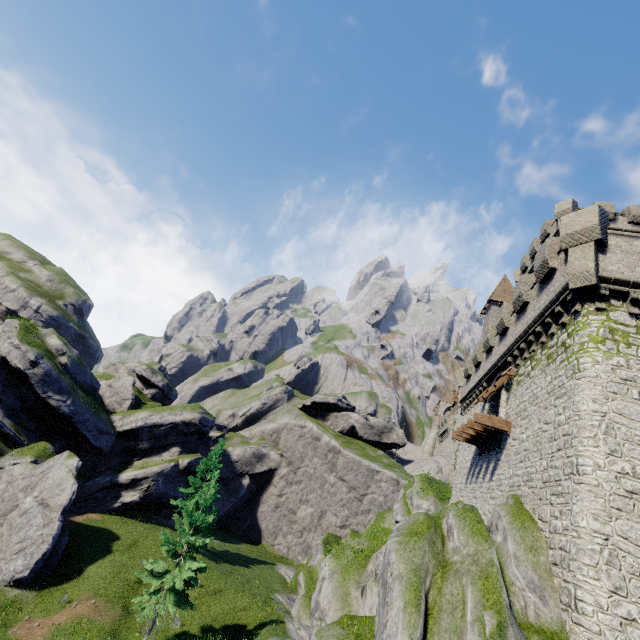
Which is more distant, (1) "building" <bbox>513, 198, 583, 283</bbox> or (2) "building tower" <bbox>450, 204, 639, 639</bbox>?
(1) "building" <bbox>513, 198, 583, 283</bbox>

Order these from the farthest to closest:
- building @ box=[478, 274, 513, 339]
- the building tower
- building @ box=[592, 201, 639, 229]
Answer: building @ box=[478, 274, 513, 339]
building @ box=[592, 201, 639, 229]
the building tower

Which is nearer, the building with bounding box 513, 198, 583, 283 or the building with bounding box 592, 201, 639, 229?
the building with bounding box 592, 201, 639, 229

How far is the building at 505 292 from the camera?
39.8 meters

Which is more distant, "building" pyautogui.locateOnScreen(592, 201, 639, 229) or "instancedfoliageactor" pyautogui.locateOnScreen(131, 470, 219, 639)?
"building" pyautogui.locateOnScreen(592, 201, 639, 229)

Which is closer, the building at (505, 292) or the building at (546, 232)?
the building at (546, 232)

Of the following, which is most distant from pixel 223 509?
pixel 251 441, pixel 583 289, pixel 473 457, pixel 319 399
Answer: pixel 583 289

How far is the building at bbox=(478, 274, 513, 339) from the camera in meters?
39.8 m
